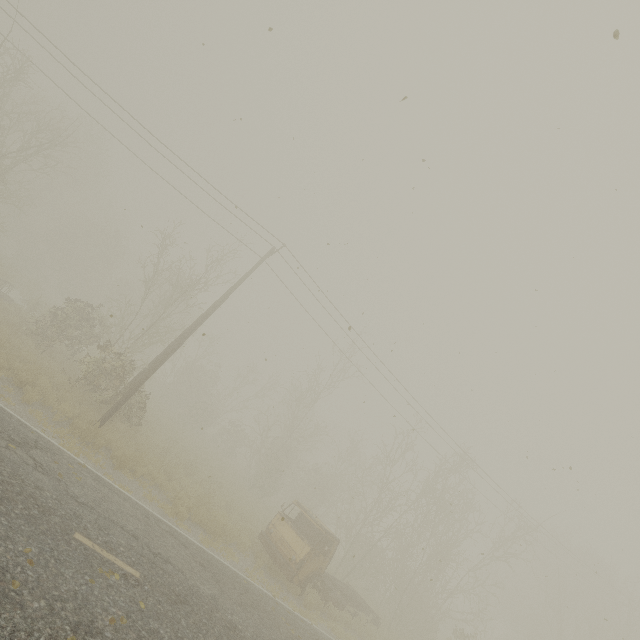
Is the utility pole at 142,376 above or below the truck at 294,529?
above

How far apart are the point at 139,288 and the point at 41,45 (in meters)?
30.62

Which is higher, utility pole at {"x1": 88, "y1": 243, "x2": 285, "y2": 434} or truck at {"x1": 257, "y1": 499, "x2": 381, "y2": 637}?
utility pole at {"x1": 88, "y1": 243, "x2": 285, "y2": 434}

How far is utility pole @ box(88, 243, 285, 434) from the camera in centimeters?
1294cm

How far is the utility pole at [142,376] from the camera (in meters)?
12.94
